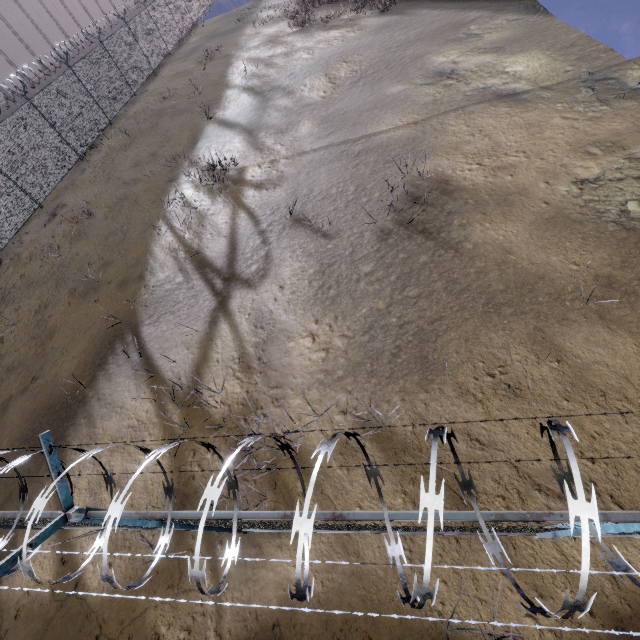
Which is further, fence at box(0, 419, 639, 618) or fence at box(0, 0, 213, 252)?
fence at box(0, 0, 213, 252)

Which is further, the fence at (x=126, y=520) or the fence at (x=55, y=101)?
the fence at (x=55, y=101)

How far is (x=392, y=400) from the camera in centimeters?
546cm
